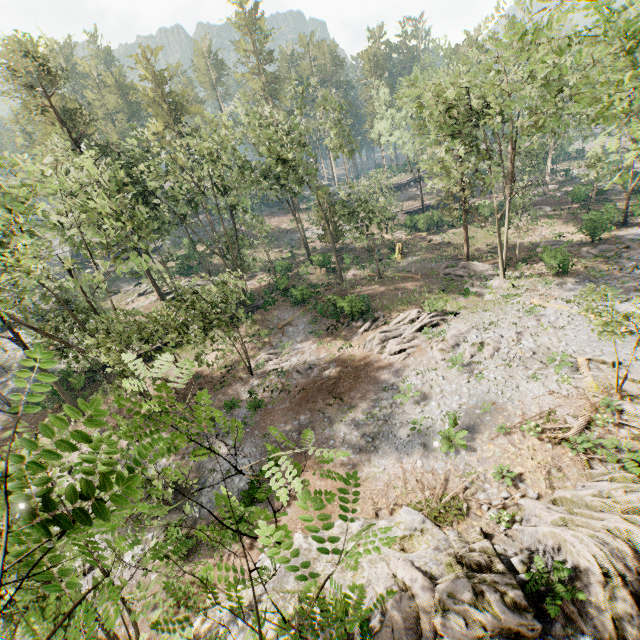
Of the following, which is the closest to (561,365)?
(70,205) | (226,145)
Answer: (226,145)

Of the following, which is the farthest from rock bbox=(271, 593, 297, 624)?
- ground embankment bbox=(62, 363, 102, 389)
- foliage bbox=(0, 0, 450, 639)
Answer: ground embankment bbox=(62, 363, 102, 389)

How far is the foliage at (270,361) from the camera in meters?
26.5 m

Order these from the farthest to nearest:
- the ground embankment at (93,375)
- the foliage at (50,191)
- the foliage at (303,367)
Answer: the ground embankment at (93,375) → the foliage at (303,367) → the foliage at (50,191)

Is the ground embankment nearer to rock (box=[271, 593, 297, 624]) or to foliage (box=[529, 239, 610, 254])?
foliage (box=[529, 239, 610, 254])

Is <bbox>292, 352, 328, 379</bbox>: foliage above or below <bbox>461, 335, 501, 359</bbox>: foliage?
below

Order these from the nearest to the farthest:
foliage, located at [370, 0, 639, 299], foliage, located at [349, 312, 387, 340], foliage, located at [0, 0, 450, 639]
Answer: foliage, located at [0, 0, 450, 639]
foliage, located at [370, 0, 639, 299]
foliage, located at [349, 312, 387, 340]

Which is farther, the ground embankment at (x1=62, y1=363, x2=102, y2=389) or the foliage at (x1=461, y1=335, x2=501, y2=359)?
the ground embankment at (x1=62, y1=363, x2=102, y2=389)
